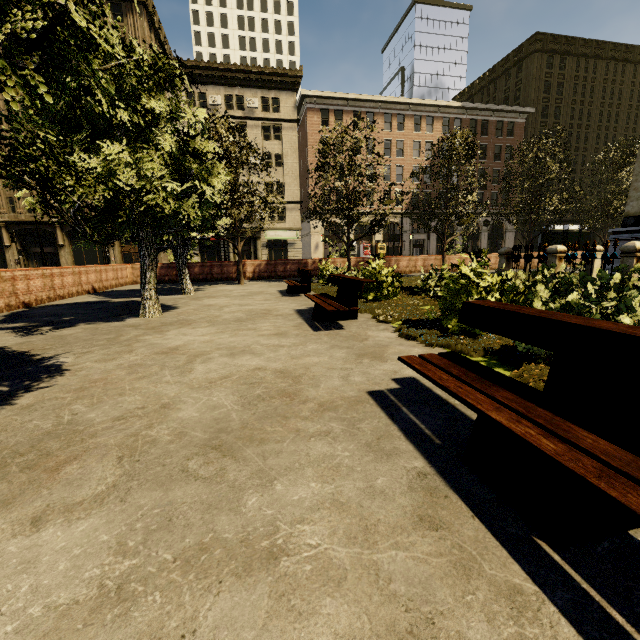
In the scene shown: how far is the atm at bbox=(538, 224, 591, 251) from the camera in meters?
25.3 m

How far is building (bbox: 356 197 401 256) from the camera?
41.94m

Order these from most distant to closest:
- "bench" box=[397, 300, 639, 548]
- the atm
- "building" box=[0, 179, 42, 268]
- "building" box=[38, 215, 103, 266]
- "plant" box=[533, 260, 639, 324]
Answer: "building" box=[38, 215, 103, 266]
"building" box=[0, 179, 42, 268]
the atm
"plant" box=[533, 260, 639, 324]
"bench" box=[397, 300, 639, 548]

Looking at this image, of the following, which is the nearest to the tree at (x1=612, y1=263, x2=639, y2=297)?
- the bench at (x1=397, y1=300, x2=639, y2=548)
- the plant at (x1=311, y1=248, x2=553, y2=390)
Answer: the plant at (x1=311, y1=248, x2=553, y2=390)

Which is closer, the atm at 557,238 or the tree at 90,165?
the tree at 90,165

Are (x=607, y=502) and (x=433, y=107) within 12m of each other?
no

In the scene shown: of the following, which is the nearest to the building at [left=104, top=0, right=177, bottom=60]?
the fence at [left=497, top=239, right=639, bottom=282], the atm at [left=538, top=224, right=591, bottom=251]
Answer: the atm at [left=538, top=224, right=591, bottom=251]

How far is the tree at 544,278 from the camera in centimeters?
609cm
